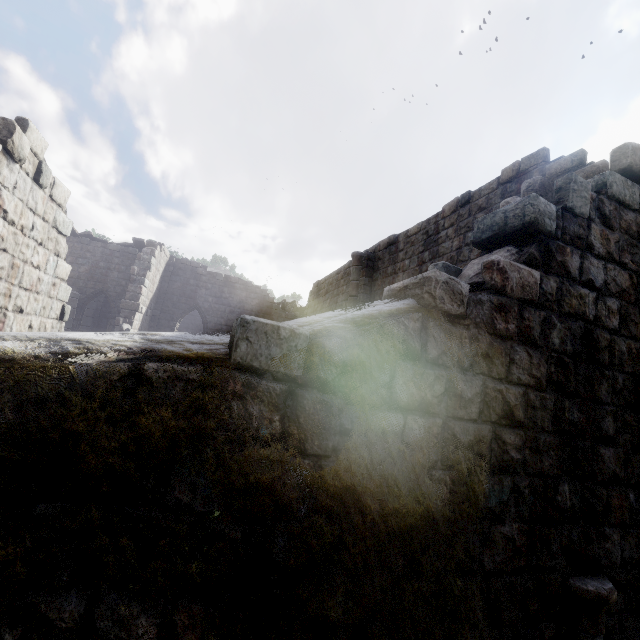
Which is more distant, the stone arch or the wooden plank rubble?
the wooden plank rubble

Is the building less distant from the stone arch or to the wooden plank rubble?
the wooden plank rubble

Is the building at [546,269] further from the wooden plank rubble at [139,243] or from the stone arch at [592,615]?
the stone arch at [592,615]

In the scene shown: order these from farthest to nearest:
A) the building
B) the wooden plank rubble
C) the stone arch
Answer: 1. the wooden plank rubble
2. the stone arch
3. the building

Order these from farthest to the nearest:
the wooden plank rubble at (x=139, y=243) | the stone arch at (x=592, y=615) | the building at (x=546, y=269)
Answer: the wooden plank rubble at (x=139, y=243)
the stone arch at (x=592, y=615)
the building at (x=546, y=269)

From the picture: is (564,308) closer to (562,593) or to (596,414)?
(596,414)
